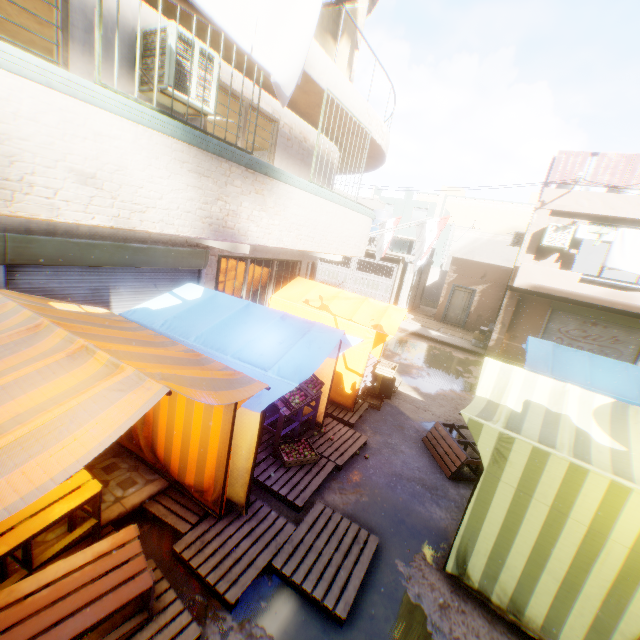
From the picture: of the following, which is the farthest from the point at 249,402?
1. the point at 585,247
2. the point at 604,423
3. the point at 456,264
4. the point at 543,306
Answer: the point at 585,247

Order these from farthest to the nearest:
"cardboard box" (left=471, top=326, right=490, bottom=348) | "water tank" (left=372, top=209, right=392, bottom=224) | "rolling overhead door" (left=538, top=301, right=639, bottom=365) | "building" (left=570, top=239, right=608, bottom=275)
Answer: "water tank" (left=372, top=209, right=392, bottom=224) < "building" (left=570, top=239, right=608, bottom=275) < "cardboard box" (left=471, top=326, right=490, bottom=348) < "rolling overhead door" (left=538, top=301, right=639, bottom=365)

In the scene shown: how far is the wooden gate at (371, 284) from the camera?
19.89m

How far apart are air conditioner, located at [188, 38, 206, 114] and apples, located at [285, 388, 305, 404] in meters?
4.2

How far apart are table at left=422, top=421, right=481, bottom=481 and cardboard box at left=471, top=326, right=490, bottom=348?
9.3 meters

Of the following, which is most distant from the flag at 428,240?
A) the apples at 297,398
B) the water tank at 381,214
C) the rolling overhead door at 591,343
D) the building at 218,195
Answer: the apples at 297,398

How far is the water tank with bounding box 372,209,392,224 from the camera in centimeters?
2330cm

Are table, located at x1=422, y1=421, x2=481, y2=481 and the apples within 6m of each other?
yes
